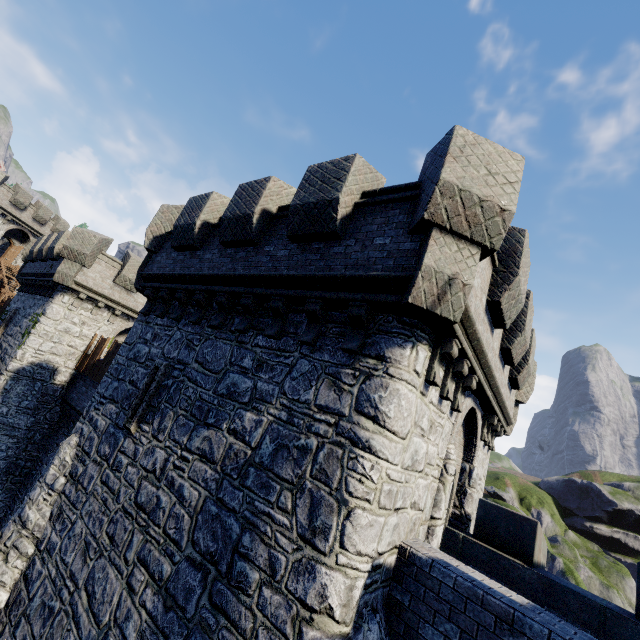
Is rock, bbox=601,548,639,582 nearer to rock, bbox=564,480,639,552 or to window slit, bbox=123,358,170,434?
rock, bbox=564,480,639,552

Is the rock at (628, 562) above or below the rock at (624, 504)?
below

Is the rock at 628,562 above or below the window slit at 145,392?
below

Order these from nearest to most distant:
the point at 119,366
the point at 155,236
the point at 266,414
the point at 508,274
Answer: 1. the point at 266,414
2. the point at 508,274
3. the point at 119,366
4. the point at 155,236

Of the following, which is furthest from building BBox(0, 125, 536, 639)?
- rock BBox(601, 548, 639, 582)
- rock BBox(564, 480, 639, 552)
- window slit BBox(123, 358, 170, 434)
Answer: rock BBox(601, 548, 639, 582)

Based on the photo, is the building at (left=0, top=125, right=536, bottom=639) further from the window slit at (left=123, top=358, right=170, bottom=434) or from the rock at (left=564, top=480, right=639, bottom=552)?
the rock at (left=564, top=480, right=639, bottom=552)
